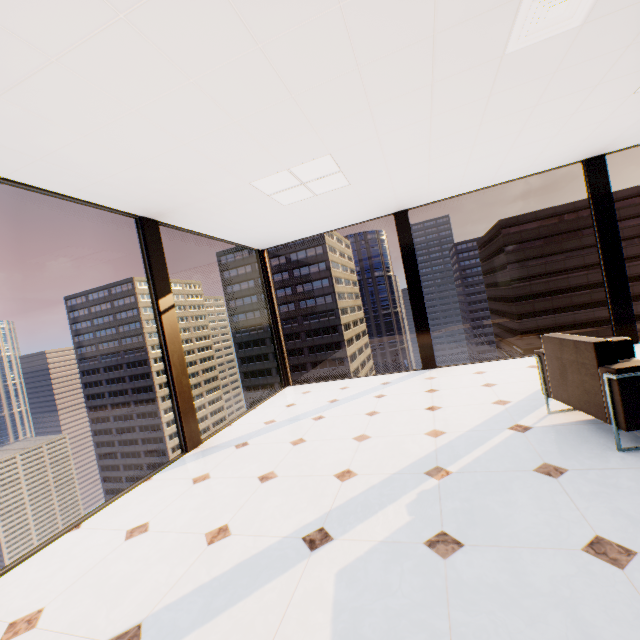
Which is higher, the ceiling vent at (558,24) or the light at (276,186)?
the light at (276,186)

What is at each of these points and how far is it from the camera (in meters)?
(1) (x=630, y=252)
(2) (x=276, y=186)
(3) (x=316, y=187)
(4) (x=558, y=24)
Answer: (1) building, 49.59
(2) light, 3.87
(3) light, 4.13
(4) ceiling vent, 2.17

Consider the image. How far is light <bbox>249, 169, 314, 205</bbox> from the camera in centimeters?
362cm

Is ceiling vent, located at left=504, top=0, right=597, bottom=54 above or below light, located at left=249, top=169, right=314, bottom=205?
below

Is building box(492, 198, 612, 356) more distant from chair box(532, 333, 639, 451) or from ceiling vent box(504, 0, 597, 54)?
ceiling vent box(504, 0, 597, 54)

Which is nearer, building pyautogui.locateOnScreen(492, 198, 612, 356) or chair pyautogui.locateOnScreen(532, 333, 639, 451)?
chair pyautogui.locateOnScreen(532, 333, 639, 451)

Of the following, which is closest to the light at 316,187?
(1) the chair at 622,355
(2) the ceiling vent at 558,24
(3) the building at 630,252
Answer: (2) the ceiling vent at 558,24
